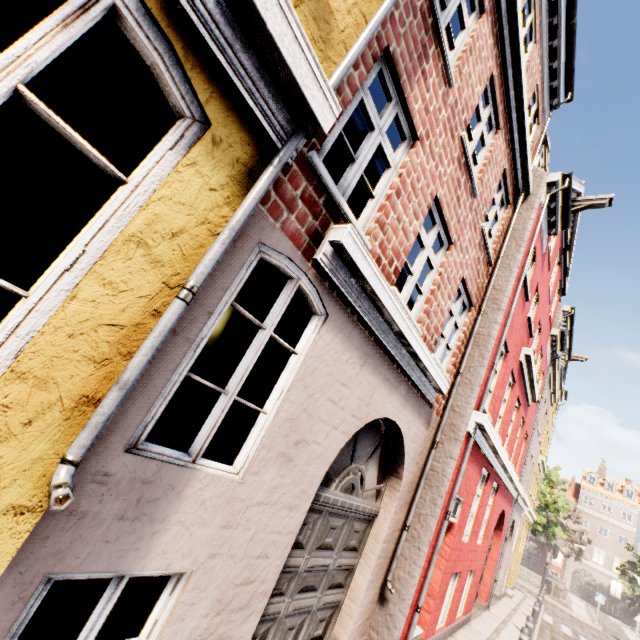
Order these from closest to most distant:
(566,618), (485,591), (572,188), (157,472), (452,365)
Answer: (157,472) → (452,365) → (572,188) → (485,591) → (566,618)

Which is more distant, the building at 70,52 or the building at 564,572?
the building at 564,572

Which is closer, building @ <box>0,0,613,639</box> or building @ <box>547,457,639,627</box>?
building @ <box>0,0,613,639</box>
